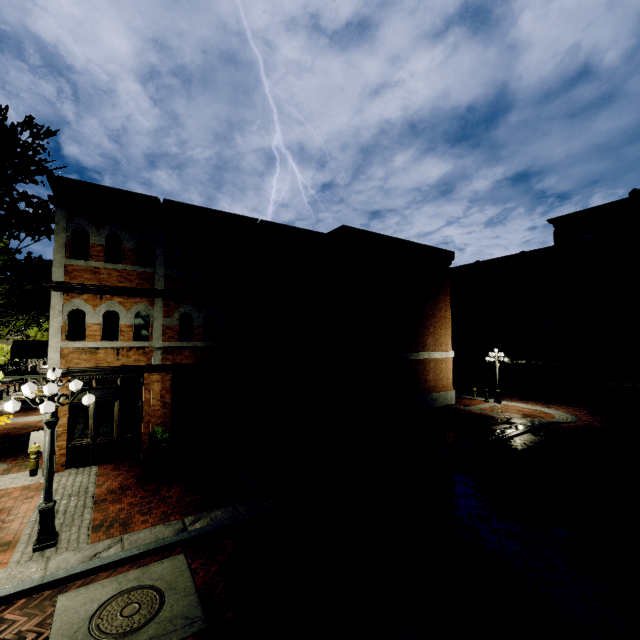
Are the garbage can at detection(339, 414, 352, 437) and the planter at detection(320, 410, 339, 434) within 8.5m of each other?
yes

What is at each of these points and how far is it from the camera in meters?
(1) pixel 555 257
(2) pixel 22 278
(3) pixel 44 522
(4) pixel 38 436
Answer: (1) building, 28.4
(2) tree, 18.0
(3) light, 6.7
(4) store sign, 12.4

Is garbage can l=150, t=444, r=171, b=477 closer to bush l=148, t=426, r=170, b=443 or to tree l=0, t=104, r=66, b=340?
bush l=148, t=426, r=170, b=443

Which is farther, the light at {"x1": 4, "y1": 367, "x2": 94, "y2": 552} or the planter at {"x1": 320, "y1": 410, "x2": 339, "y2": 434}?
the planter at {"x1": 320, "y1": 410, "x2": 339, "y2": 434}

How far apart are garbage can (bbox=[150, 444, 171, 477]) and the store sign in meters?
5.6

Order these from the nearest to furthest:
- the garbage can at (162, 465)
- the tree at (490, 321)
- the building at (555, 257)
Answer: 1. the garbage can at (162, 465)
2. the building at (555, 257)
3. the tree at (490, 321)

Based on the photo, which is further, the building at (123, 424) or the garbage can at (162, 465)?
the building at (123, 424)

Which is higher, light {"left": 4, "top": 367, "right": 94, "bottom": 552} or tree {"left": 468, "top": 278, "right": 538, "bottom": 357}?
tree {"left": 468, "top": 278, "right": 538, "bottom": 357}
